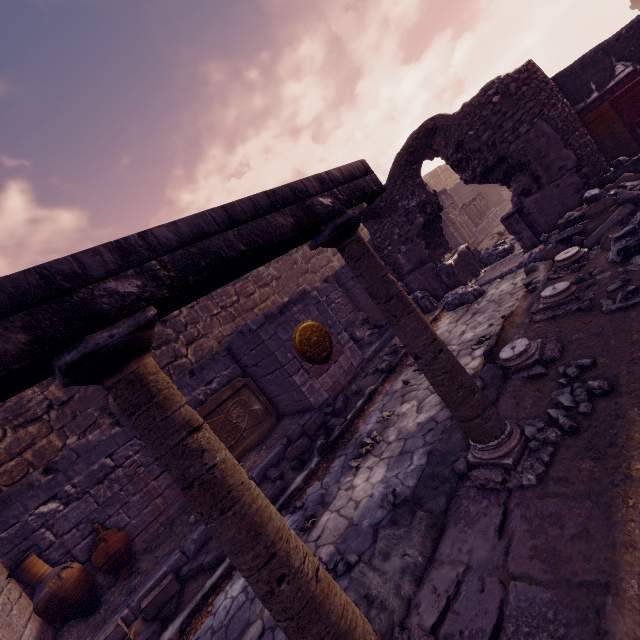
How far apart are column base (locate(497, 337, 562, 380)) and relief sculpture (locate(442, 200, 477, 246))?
9.60m

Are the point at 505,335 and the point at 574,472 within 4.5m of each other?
yes

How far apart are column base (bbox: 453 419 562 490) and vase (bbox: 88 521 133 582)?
5.6 meters

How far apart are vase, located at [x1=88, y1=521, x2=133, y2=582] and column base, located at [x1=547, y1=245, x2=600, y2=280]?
8.44m

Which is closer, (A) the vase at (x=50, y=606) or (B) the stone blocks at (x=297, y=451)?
(A) the vase at (x=50, y=606)

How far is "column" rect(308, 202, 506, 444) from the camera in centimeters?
260cm

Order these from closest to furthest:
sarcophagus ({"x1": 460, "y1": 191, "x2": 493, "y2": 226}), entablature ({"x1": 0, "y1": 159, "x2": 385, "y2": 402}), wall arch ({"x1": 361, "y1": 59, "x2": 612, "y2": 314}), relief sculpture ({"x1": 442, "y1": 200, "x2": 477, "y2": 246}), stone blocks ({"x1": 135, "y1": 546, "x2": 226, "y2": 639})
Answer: entablature ({"x1": 0, "y1": 159, "x2": 385, "y2": 402}) → stone blocks ({"x1": 135, "y1": 546, "x2": 226, "y2": 639}) → wall arch ({"x1": 361, "y1": 59, "x2": 612, "y2": 314}) → relief sculpture ({"x1": 442, "y1": 200, "x2": 477, "y2": 246}) → sarcophagus ({"x1": 460, "y1": 191, "x2": 493, "y2": 226})

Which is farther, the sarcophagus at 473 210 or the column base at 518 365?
the sarcophagus at 473 210
